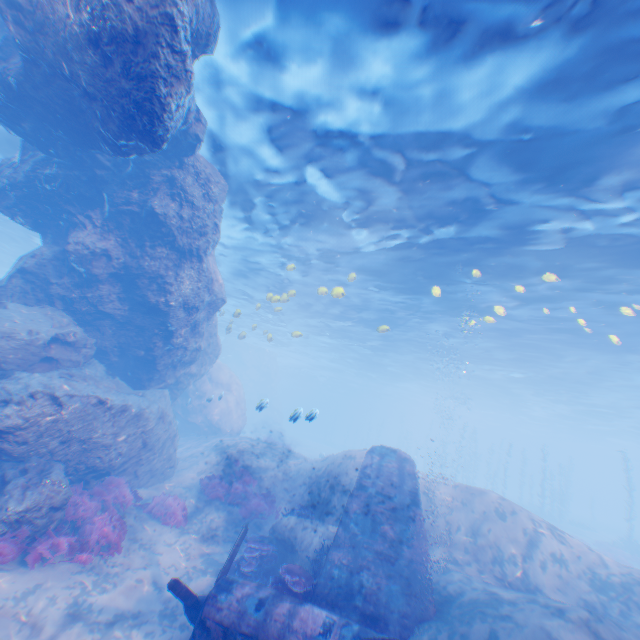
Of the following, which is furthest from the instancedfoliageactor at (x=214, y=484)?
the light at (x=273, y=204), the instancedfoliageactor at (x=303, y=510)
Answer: the light at (x=273, y=204)

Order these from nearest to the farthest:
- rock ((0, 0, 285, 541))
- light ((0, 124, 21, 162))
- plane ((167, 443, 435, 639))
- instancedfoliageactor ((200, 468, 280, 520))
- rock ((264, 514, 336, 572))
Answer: plane ((167, 443, 435, 639)) < rock ((0, 0, 285, 541)) < rock ((264, 514, 336, 572)) < instancedfoliageactor ((200, 468, 280, 520)) < light ((0, 124, 21, 162))

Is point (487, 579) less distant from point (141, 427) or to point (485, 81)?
point (141, 427)

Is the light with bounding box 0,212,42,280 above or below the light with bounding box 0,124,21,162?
above

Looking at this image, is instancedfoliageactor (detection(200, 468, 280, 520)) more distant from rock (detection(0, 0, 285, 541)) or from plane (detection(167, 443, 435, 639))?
plane (detection(167, 443, 435, 639))

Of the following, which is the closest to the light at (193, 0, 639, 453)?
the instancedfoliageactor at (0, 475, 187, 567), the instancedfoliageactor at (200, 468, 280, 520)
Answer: the instancedfoliageactor at (200, 468, 280, 520)

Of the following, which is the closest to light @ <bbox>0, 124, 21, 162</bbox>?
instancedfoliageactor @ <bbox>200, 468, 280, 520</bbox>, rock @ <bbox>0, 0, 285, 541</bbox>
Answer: A: rock @ <bbox>0, 0, 285, 541</bbox>

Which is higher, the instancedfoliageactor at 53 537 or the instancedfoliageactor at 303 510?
the instancedfoliageactor at 303 510
